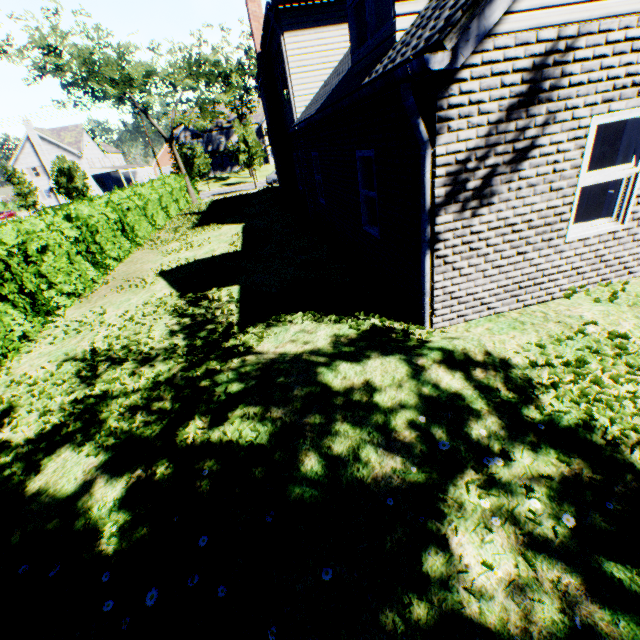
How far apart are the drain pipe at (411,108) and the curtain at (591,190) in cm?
215

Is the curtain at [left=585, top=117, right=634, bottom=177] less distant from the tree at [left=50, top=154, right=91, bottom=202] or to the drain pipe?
the drain pipe

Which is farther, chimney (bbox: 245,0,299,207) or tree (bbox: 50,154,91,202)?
tree (bbox: 50,154,91,202)

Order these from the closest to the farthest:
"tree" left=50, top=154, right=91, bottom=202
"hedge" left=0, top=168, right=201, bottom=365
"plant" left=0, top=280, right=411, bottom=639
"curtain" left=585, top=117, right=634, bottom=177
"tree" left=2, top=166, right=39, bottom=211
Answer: "plant" left=0, top=280, right=411, bottom=639 < "curtain" left=585, top=117, right=634, bottom=177 < "hedge" left=0, top=168, right=201, bottom=365 < "tree" left=50, top=154, right=91, bottom=202 < "tree" left=2, top=166, right=39, bottom=211

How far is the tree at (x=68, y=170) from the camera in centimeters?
3311cm

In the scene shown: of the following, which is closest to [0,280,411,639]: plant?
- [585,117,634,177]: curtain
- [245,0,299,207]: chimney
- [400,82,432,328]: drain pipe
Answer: [585,117,634,177]: curtain

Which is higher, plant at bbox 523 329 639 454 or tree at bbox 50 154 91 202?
tree at bbox 50 154 91 202

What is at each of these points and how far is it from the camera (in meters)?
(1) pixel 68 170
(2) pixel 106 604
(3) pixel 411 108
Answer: (1) tree, 33.28
(2) plant, 2.41
(3) drain pipe, 3.59
